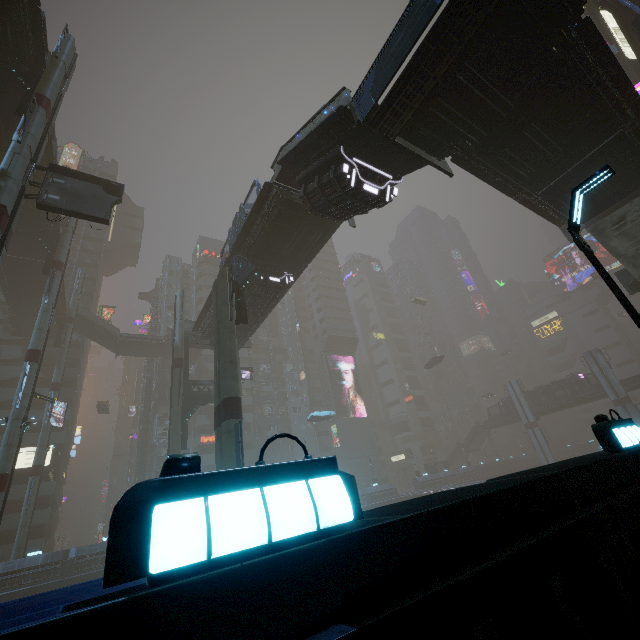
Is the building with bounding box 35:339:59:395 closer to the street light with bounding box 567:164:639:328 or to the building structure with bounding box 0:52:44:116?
the street light with bounding box 567:164:639:328

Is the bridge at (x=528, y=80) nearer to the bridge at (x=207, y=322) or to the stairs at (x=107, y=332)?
the bridge at (x=207, y=322)

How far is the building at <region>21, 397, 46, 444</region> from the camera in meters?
40.5

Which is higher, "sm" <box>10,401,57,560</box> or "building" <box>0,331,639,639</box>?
"sm" <box>10,401,57,560</box>

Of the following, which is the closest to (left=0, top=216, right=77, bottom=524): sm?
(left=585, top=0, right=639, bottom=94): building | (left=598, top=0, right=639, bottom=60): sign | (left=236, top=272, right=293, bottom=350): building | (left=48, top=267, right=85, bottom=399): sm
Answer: (left=585, top=0, right=639, bottom=94): building

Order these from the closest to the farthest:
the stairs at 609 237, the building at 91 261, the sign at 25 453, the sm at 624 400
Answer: the stairs at 609 237 < the sign at 25 453 < the sm at 624 400 < the building at 91 261

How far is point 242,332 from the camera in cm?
2838

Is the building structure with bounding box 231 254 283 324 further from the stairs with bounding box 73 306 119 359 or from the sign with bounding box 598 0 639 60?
the sign with bounding box 598 0 639 60
